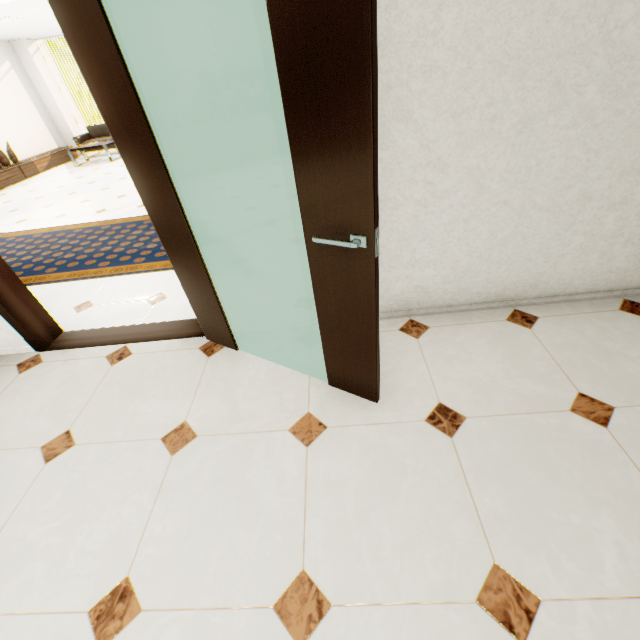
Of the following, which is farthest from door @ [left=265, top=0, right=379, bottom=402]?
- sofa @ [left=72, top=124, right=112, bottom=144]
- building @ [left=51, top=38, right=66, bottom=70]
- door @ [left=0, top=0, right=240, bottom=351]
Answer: building @ [left=51, top=38, right=66, bottom=70]

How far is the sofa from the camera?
9.9 meters

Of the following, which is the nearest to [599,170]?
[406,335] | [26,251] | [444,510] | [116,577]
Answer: [406,335]

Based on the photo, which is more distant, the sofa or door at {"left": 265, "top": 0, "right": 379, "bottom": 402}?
the sofa

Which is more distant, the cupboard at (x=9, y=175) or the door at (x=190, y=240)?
the cupboard at (x=9, y=175)

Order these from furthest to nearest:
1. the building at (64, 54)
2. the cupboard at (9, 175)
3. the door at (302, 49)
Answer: the building at (64, 54) → the cupboard at (9, 175) → the door at (302, 49)

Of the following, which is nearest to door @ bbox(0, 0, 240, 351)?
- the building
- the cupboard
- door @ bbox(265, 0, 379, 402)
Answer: door @ bbox(265, 0, 379, 402)

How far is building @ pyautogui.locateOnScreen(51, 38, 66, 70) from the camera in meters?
57.9
